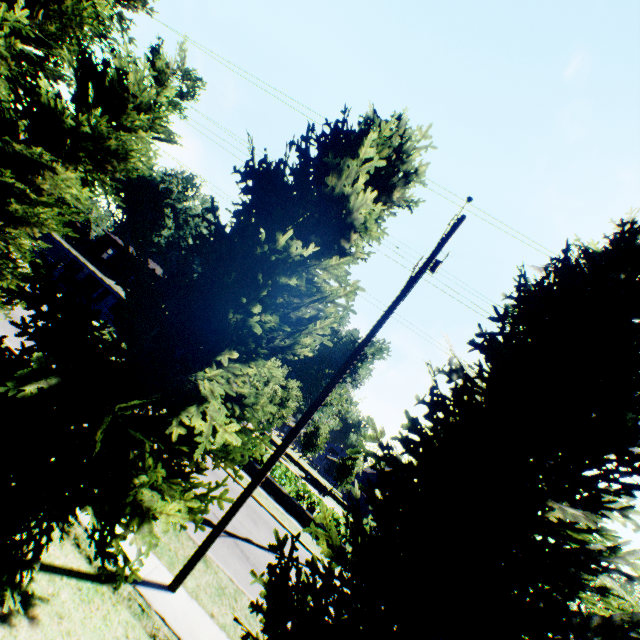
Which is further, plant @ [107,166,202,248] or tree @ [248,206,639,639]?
plant @ [107,166,202,248]

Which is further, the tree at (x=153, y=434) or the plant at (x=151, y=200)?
the plant at (x=151, y=200)

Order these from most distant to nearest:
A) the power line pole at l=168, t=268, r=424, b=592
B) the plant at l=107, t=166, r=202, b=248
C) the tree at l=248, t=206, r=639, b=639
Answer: the plant at l=107, t=166, r=202, b=248, the power line pole at l=168, t=268, r=424, b=592, the tree at l=248, t=206, r=639, b=639

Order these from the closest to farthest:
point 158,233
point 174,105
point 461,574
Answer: point 461,574 → point 174,105 → point 158,233

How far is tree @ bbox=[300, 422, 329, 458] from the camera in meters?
49.1 m

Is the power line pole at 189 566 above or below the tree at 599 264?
below

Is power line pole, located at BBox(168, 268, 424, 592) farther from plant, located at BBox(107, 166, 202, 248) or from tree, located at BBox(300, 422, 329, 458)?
plant, located at BBox(107, 166, 202, 248)
